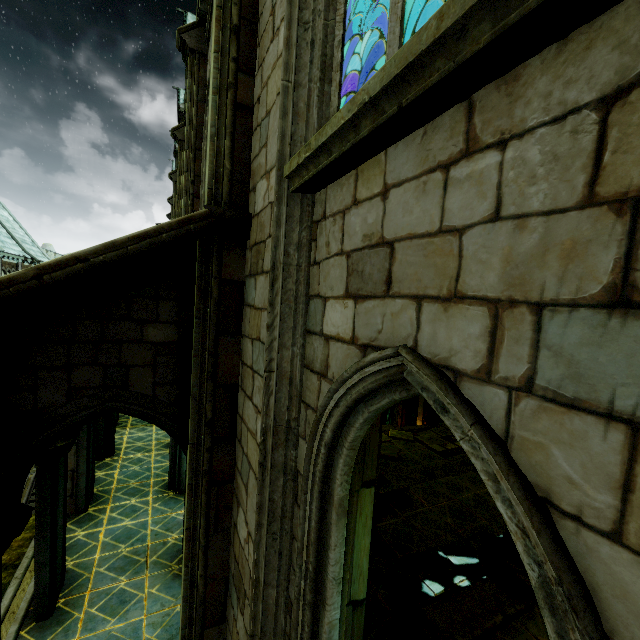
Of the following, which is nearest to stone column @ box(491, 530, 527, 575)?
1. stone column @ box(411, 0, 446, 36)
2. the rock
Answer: the rock

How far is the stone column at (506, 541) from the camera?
6.43m

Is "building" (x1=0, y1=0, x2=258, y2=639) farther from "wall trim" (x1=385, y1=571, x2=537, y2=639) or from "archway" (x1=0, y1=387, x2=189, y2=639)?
"wall trim" (x1=385, y1=571, x2=537, y2=639)

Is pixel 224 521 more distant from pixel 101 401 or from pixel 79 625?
pixel 79 625

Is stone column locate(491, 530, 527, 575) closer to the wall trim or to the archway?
the wall trim

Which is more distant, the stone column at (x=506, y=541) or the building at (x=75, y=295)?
the stone column at (x=506, y=541)

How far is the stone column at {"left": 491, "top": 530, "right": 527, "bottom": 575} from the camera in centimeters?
643cm

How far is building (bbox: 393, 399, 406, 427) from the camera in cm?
2505
